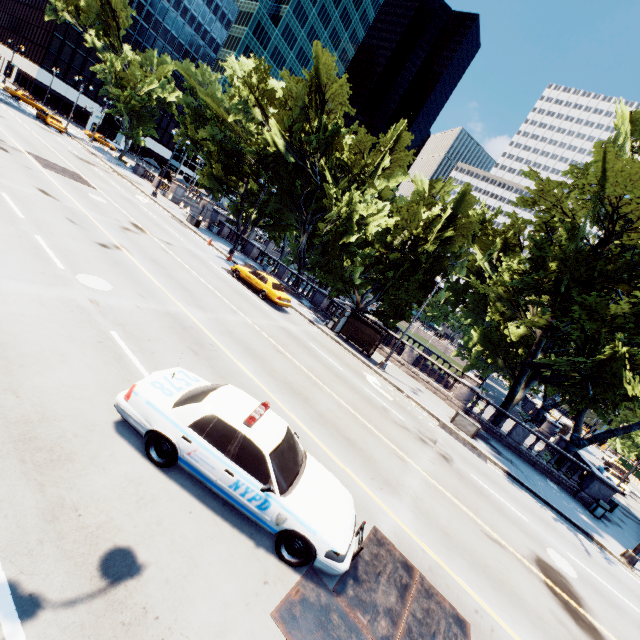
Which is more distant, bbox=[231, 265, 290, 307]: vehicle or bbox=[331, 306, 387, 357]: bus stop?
bbox=[331, 306, 387, 357]: bus stop

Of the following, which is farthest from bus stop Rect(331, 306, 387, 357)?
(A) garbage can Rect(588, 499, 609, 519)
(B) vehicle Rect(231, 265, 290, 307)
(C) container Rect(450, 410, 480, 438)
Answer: (A) garbage can Rect(588, 499, 609, 519)

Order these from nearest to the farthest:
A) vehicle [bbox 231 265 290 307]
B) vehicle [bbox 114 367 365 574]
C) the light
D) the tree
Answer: vehicle [bbox 114 367 365 574] < the light < the tree < vehicle [bbox 231 265 290 307]

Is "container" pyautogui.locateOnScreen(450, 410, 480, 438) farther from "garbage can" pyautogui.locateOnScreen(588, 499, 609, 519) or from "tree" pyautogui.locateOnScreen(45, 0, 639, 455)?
"garbage can" pyautogui.locateOnScreen(588, 499, 609, 519)

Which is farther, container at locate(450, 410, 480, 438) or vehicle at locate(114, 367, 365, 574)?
container at locate(450, 410, 480, 438)

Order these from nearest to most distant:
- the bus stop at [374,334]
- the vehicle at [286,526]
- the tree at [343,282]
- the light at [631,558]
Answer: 1. the vehicle at [286,526]
2. the light at [631,558]
3. the tree at [343,282]
4. the bus stop at [374,334]

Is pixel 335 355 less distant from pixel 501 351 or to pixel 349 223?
pixel 349 223

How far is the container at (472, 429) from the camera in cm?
1938
